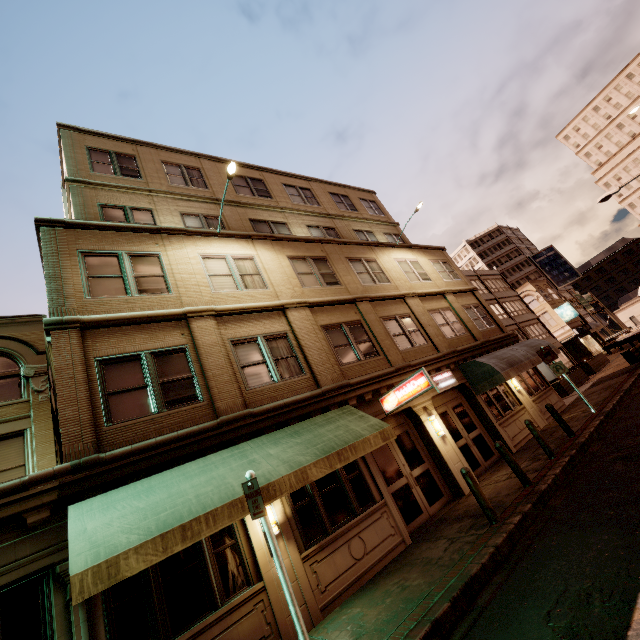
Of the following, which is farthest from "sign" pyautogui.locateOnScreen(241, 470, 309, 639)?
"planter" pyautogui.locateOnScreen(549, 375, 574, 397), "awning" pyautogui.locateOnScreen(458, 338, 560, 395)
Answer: "planter" pyautogui.locateOnScreen(549, 375, 574, 397)

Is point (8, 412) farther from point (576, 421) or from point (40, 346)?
point (576, 421)

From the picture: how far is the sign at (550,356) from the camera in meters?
13.0

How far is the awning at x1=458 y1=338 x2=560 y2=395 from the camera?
13.4m

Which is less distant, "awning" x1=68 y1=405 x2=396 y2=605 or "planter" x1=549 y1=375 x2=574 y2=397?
"awning" x1=68 y1=405 x2=396 y2=605

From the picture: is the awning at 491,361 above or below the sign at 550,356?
above

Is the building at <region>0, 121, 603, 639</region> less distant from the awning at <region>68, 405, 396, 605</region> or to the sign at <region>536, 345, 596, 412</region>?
the awning at <region>68, 405, 396, 605</region>

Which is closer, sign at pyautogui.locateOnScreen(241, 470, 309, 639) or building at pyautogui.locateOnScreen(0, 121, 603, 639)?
sign at pyautogui.locateOnScreen(241, 470, 309, 639)
